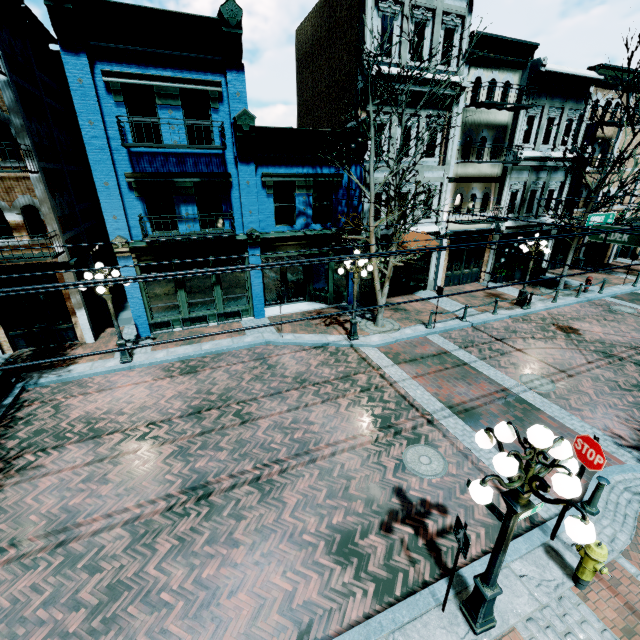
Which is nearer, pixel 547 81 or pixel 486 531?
pixel 486 531

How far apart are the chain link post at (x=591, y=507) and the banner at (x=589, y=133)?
19.8 meters

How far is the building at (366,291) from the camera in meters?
17.2

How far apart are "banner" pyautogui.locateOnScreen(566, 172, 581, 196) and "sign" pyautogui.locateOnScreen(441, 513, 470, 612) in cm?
2302

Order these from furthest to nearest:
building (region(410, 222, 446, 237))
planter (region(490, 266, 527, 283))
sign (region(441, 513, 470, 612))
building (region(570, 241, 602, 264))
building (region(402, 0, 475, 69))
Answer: building (region(570, 241, 602, 264))
planter (region(490, 266, 527, 283))
building (region(410, 222, 446, 237))
building (region(402, 0, 475, 69))
sign (region(441, 513, 470, 612))

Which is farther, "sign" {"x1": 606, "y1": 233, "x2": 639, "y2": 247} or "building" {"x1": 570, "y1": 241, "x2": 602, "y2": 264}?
"building" {"x1": 570, "y1": 241, "x2": 602, "y2": 264}

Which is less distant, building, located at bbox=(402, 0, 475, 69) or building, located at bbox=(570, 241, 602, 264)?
building, located at bbox=(402, 0, 475, 69)

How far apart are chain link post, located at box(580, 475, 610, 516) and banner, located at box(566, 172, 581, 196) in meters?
19.8
